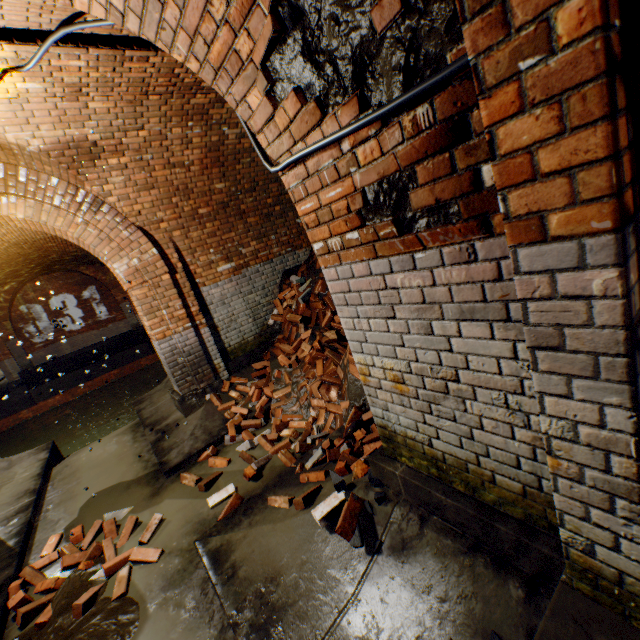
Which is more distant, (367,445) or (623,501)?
(367,445)

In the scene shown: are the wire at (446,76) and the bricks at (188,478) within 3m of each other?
no

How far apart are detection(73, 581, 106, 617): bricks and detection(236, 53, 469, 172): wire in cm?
377

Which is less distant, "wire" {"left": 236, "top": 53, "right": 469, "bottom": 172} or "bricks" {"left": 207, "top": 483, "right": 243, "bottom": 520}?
"wire" {"left": 236, "top": 53, "right": 469, "bottom": 172}

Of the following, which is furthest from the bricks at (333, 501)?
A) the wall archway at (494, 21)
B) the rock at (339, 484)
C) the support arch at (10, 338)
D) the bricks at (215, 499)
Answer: the support arch at (10, 338)

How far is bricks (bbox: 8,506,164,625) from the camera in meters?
3.1

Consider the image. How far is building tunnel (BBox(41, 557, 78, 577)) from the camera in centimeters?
344cm

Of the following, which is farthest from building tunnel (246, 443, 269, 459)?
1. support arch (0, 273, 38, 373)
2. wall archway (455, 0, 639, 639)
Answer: support arch (0, 273, 38, 373)
